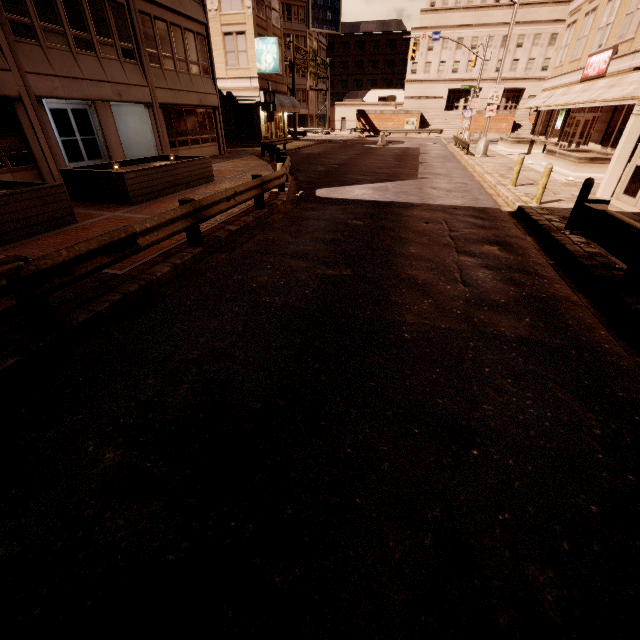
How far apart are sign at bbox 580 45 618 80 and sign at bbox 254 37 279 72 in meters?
22.3

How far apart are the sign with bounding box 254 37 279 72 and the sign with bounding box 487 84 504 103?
16.9m

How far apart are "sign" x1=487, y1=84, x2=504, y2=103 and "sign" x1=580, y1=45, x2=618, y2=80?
4.9 meters

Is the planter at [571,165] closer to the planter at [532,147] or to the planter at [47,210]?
the planter at [532,147]

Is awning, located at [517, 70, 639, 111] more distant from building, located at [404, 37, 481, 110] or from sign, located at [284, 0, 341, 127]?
building, located at [404, 37, 481, 110]

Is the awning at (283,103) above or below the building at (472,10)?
below

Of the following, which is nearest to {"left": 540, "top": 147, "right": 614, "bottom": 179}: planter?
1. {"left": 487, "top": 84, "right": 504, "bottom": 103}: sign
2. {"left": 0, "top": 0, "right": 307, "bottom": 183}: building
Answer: {"left": 487, "top": 84, "right": 504, "bottom": 103}: sign

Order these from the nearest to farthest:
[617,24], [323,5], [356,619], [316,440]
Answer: [356,619]
[316,440]
[617,24]
[323,5]
